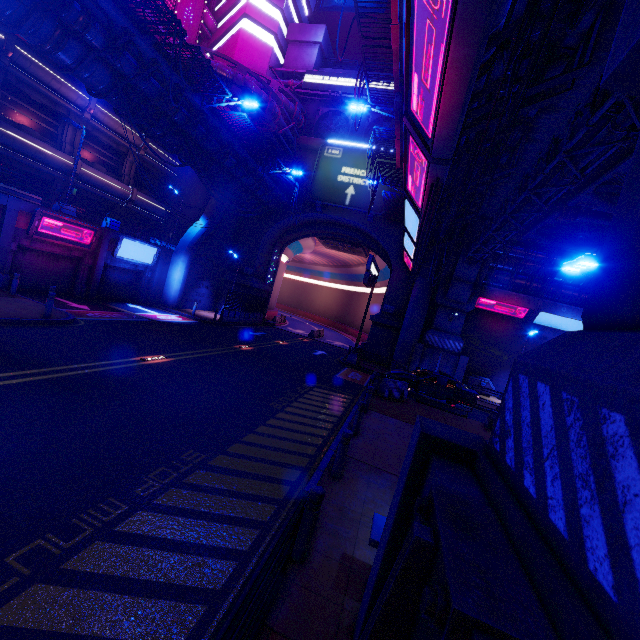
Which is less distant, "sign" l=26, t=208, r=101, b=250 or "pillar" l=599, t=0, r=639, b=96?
"pillar" l=599, t=0, r=639, b=96

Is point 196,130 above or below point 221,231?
above

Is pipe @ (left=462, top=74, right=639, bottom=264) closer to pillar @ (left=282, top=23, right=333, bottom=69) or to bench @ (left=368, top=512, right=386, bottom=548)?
bench @ (left=368, top=512, right=386, bottom=548)

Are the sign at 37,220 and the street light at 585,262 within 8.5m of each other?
no

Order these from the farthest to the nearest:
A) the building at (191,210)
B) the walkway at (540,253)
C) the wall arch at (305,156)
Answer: the building at (191,210) → the wall arch at (305,156) → the walkway at (540,253)

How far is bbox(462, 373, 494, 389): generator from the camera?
25.9 meters

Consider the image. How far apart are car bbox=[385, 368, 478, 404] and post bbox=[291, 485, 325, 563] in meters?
15.0

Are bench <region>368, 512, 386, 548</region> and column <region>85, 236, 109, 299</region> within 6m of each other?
no
